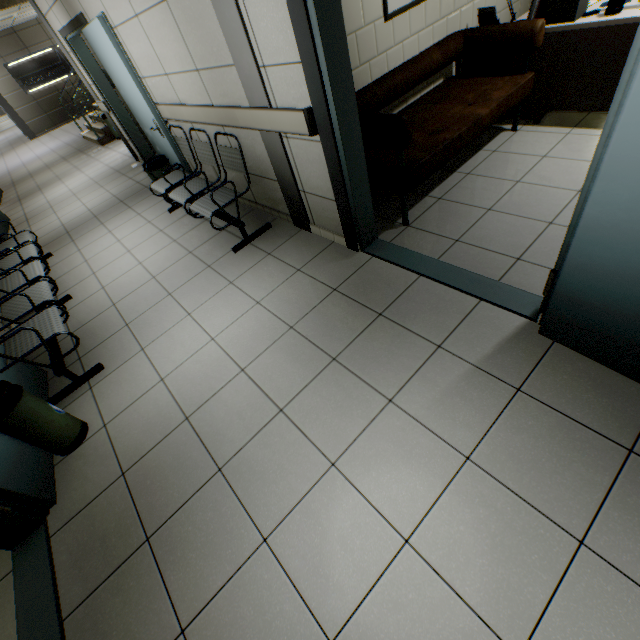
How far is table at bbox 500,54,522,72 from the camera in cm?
335

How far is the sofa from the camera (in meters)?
2.61

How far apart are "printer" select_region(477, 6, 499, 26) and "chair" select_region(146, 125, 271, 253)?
3.0m

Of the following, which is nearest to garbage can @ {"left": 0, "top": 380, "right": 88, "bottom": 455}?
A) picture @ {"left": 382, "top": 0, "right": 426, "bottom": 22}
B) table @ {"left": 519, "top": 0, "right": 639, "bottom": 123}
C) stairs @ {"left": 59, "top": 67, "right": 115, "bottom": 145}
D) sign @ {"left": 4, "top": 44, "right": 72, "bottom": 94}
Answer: picture @ {"left": 382, "top": 0, "right": 426, "bottom": 22}

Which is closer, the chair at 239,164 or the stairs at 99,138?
the chair at 239,164

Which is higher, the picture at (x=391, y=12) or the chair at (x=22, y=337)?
the picture at (x=391, y=12)

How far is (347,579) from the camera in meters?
→ 1.5

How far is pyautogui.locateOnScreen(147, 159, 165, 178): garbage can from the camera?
4.62m
